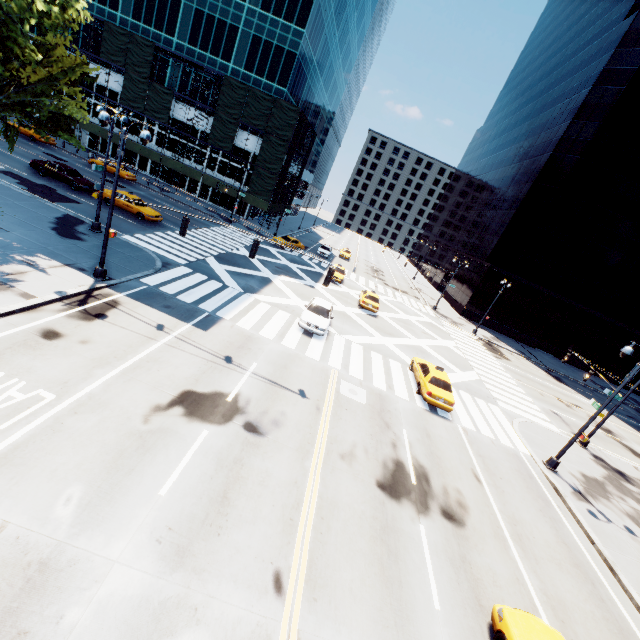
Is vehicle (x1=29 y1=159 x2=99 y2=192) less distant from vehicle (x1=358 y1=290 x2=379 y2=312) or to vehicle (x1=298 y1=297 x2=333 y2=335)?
vehicle (x1=298 y1=297 x2=333 y2=335)

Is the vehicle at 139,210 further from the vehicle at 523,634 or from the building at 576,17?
the building at 576,17

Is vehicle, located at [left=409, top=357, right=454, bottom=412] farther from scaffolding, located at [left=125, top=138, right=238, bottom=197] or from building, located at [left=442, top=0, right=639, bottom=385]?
scaffolding, located at [left=125, top=138, right=238, bottom=197]

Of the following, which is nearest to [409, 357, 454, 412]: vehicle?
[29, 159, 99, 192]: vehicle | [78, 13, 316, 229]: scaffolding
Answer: [29, 159, 99, 192]: vehicle

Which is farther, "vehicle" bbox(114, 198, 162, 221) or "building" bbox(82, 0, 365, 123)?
"building" bbox(82, 0, 365, 123)

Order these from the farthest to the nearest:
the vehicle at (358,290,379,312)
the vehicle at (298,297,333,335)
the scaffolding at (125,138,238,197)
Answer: the scaffolding at (125,138,238,197) < the vehicle at (358,290,379,312) < the vehicle at (298,297,333,335)

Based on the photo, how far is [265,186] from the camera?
42.50m

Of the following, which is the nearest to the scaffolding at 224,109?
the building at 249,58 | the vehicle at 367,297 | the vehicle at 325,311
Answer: the building at 249,58
